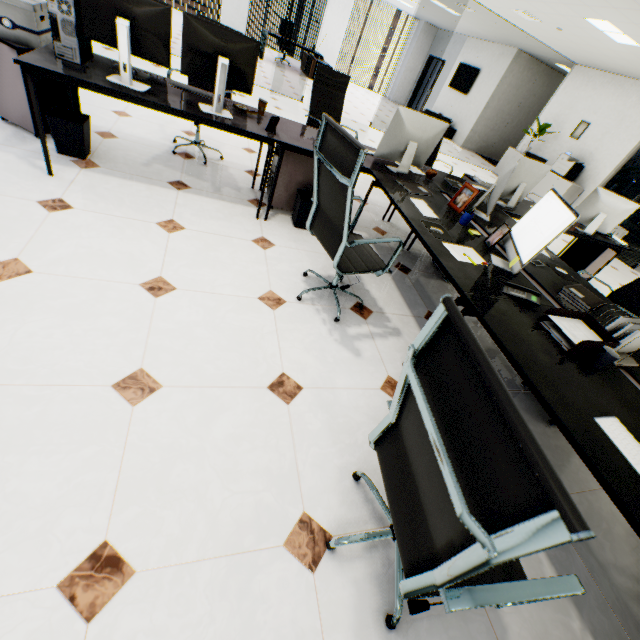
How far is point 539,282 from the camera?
2.3m

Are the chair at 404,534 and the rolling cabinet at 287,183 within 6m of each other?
yes

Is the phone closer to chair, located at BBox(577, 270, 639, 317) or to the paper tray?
the paper tray

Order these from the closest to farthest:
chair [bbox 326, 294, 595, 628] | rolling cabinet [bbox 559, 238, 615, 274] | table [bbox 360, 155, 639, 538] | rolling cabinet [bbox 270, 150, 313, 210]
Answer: chair [bbox 326, 294, 595, 628] < table [bbox 360, 155, 639, 538] < rolling cabinet [bbox 270, 150, 313, 210] < rolling cabinet [bbox 559, 238, 615, 274]

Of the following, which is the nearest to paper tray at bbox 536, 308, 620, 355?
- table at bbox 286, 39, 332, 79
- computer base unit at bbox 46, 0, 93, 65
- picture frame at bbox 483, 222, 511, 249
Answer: picture frame at bbox 483, 222, 511, 249

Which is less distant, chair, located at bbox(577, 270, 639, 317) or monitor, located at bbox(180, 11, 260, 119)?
monitor, located at bbox(180, 11, 260, 119)

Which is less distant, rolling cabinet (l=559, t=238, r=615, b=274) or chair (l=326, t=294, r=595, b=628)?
chair (l=326, t=294, r=595, b=628)

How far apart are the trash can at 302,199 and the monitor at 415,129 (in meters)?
0.68
